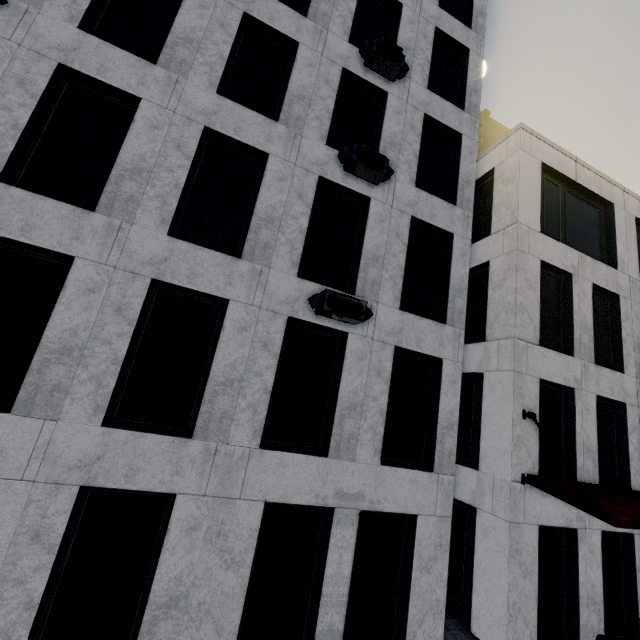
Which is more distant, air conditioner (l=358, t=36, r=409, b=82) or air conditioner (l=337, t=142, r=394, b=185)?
air conditioner (l=358, t=36, r=409, b=82)

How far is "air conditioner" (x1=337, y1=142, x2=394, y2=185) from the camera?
8.01m

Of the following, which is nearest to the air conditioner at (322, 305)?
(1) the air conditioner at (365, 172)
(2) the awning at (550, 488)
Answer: (1) the air conditioner at (365, 172)

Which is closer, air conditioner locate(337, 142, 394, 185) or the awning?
the awning

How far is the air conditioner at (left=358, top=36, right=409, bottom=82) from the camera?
9.0m

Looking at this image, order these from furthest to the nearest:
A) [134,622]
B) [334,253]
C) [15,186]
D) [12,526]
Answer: [334,253]
[15,186]
[134,622]
[12,526]

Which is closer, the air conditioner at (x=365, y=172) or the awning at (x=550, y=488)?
the awning at (x=550, y=488)

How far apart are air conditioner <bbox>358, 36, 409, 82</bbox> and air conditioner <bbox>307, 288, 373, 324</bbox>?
7.2m
